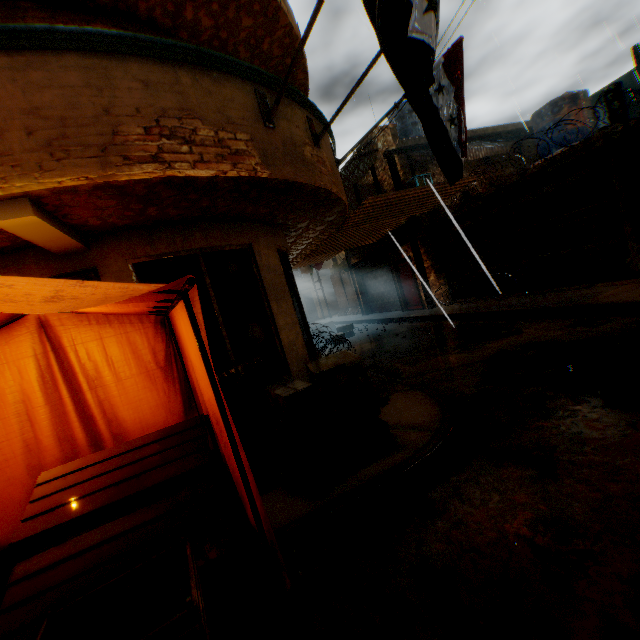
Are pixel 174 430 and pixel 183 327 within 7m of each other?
yes

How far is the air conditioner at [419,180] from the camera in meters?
13.1

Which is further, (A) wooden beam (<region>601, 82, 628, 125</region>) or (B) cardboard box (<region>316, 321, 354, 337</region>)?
(B) cardboard box (<region>316, 321, 354, 337</region>)

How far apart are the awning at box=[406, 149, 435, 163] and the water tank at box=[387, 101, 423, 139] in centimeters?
220cm

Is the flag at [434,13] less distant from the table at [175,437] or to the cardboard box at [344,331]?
the table at [175,437]

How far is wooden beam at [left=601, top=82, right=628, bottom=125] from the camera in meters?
7.3 m

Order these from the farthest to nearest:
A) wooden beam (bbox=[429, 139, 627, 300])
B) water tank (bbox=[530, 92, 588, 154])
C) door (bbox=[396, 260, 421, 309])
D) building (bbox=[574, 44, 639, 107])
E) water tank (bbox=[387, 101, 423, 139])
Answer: building (bbox=[574, 44, 639, 107]), water tank (bbox=[387, 101, 423, 139]), door (bbox=[396, 260, 421, 309]), water tank (bbox=[530, 92, 588, 154]), wooden beam (bbox=[429, 139, 627, 300])
